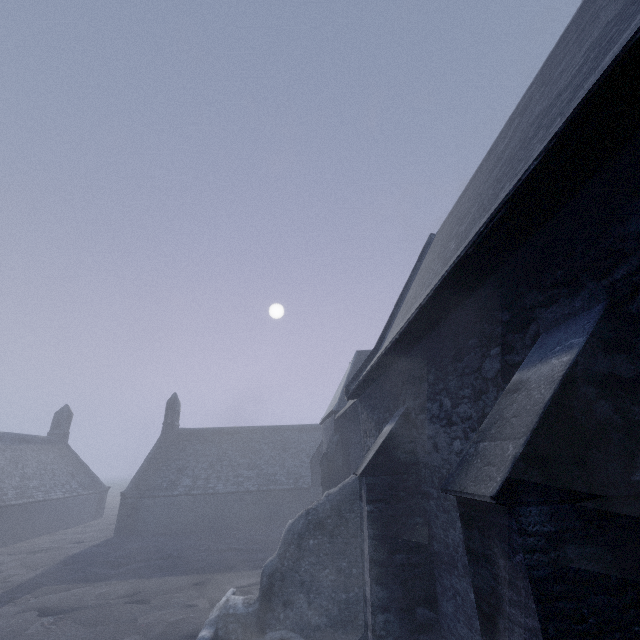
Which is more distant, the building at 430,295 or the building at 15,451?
the building at 15,451

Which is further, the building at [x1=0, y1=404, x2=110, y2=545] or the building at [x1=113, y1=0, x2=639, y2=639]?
the building at [x1=0, y1=404, x2=110, y2=545]

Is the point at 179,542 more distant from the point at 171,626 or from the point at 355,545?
the point at 355,545
